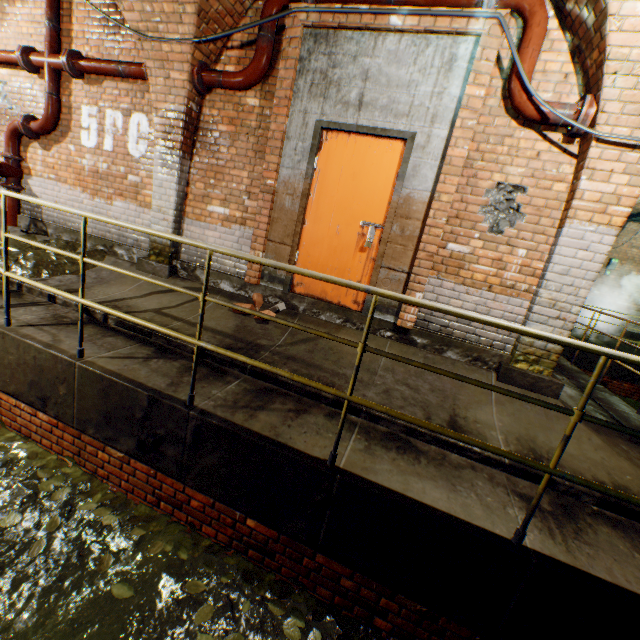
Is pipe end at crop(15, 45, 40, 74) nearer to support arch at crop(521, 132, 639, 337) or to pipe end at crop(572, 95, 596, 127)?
support arch at crop(521, 132, 639, 337)

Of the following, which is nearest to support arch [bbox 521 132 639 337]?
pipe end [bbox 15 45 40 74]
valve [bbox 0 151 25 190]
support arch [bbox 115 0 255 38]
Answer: support arch [bbox 115 0 255 38]

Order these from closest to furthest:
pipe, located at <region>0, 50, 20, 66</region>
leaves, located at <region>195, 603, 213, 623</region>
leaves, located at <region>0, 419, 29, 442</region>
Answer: leaves, located at <region>195, 603, 213, 623</region>, leaves, located at <region>0, 419, 29, 442</region>, pipe, located at <region>0, 50, 20, 66</region>

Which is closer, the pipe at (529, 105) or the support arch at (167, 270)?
the pipe at (529, 105)

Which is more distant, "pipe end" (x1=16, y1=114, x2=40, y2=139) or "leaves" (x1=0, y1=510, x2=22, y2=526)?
"pipe end" (x1=16, y1=114, x2=40, y2=139)

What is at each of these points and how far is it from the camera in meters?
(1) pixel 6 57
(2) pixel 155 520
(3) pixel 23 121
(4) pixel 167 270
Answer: (1) pipe, 5.3
(2) leaves, 2.9
(3) pipe end, 5.3
(4) support arch, 4.9

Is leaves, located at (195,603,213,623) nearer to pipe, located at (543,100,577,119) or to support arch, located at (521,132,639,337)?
support arch, located at (521,132,639,337)

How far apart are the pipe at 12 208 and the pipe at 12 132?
0.6 meters
